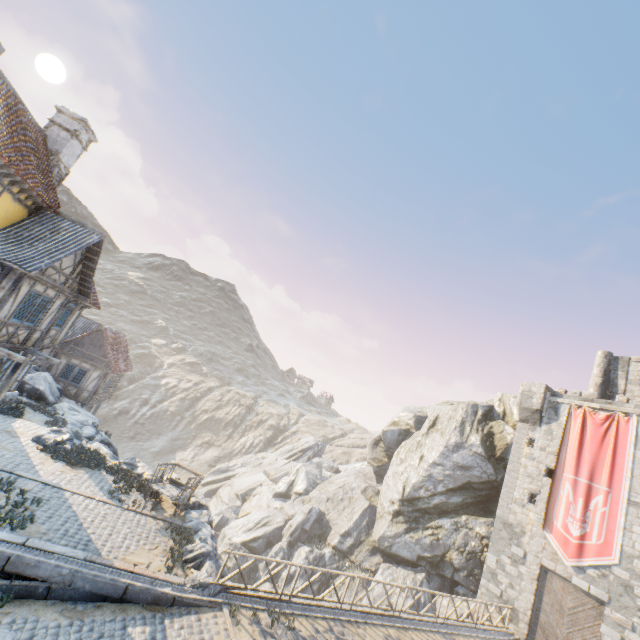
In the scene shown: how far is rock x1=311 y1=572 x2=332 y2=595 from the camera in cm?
2553

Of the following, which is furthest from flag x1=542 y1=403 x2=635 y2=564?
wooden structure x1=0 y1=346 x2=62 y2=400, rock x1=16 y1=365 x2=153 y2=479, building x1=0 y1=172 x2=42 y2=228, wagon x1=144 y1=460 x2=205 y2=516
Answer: wagon x1=144 y1=460 x2=205 y2=516

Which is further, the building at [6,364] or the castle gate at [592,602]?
the castle gate at [592,602]

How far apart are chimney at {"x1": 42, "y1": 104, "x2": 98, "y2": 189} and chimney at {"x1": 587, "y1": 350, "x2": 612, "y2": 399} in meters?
36.3 m

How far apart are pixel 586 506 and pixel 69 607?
23.80m

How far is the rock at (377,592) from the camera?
23.4 meters

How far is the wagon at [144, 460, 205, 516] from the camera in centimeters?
1413cm

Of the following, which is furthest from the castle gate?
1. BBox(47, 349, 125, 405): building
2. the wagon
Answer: BBox(47, 349, 125, 405): building
